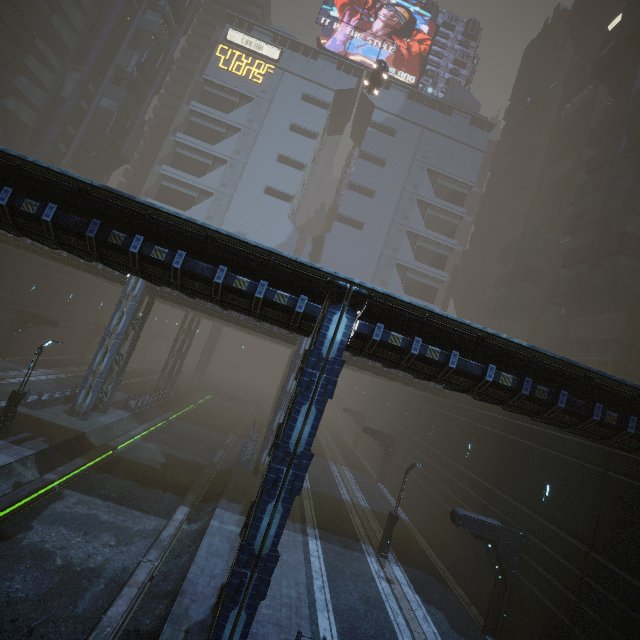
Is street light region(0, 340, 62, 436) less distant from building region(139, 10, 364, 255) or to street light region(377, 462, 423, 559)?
building region(139, 10, 364, 255)

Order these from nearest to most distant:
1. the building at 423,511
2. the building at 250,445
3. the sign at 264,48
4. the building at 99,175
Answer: the building at 423,511
the building at 250,445
the building at 99,175
the sign at 264,48

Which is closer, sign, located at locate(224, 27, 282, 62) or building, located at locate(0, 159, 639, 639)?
building, located at locate(0, 159, 639, 639)

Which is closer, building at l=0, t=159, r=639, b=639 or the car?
building at l=0, t=159, r=639, b=639

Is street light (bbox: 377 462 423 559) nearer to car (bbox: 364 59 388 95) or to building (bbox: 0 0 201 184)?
building (bbox: 0 0 201 184)

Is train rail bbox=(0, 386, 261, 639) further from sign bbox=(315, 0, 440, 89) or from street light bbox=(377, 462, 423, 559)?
sign bbox=(315, 0, 440, 89)

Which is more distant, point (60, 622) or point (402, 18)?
point (402, 18)

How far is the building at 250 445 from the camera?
24.7m
